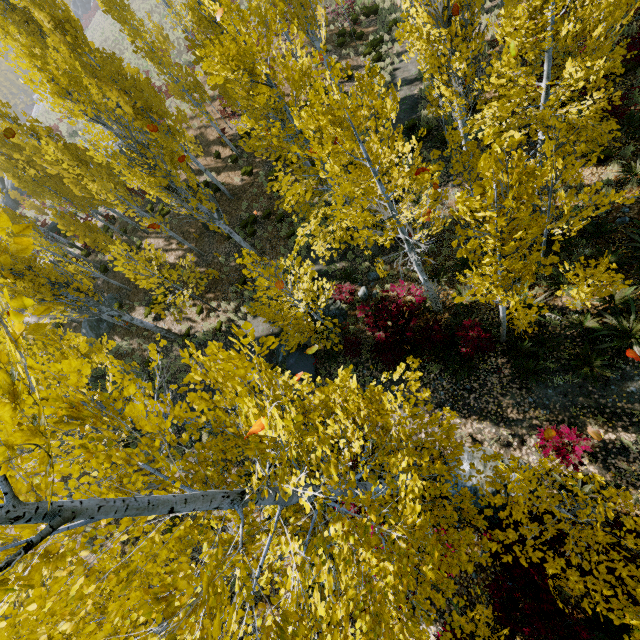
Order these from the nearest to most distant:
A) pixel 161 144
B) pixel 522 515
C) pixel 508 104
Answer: pixel 522 515
pixel 508 104
pixel 161 144

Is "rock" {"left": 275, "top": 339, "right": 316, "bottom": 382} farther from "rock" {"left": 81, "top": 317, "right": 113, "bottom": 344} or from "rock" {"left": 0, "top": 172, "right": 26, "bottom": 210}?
"rock" {"left": 0, "top": 172, "right": 26, "bottom": 210}

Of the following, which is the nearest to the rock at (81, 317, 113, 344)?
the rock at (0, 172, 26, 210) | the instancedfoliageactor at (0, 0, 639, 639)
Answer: the instancedfoliageactor at (0, 0, 639, 639)

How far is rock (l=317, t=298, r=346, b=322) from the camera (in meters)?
12.65

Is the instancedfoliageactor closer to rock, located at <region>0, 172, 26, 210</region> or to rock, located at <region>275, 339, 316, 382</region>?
rock, located at <region>275, 339, 316, 382</region>

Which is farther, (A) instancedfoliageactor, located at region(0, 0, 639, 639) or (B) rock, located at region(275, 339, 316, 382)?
(B) rock, located at region(275, 339, 316, 382)

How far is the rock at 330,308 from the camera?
12.6m
